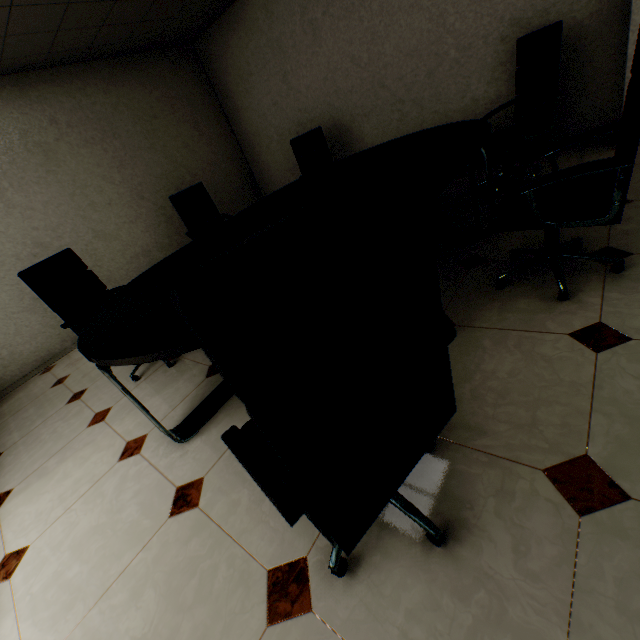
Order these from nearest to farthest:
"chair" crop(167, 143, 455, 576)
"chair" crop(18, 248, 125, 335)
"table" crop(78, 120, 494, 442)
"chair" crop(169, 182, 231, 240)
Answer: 1. "chair" crop(167, 143, 455, 576)
2. "table" crop(78, 120, 494, 442)
3. "chair" crop(18, 248, 125, 335)
4. "chair" crop(169, 182, 231, 240)

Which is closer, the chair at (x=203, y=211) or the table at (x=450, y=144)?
the table at (x=450, y=144)

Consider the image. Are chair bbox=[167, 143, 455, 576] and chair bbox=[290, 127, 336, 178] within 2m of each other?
no

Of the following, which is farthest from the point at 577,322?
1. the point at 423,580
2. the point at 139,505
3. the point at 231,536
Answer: the point at 139,505

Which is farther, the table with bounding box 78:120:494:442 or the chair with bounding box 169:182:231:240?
the chair with bounding box 169:182:231:240

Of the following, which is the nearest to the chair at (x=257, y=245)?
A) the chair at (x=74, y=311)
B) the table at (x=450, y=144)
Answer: the table at (x=450, y=144)

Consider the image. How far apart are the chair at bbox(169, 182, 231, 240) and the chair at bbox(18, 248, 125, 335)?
1.2m

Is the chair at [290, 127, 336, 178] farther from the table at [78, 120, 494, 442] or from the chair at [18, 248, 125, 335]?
the chair at [18, 248, 125, 335]
